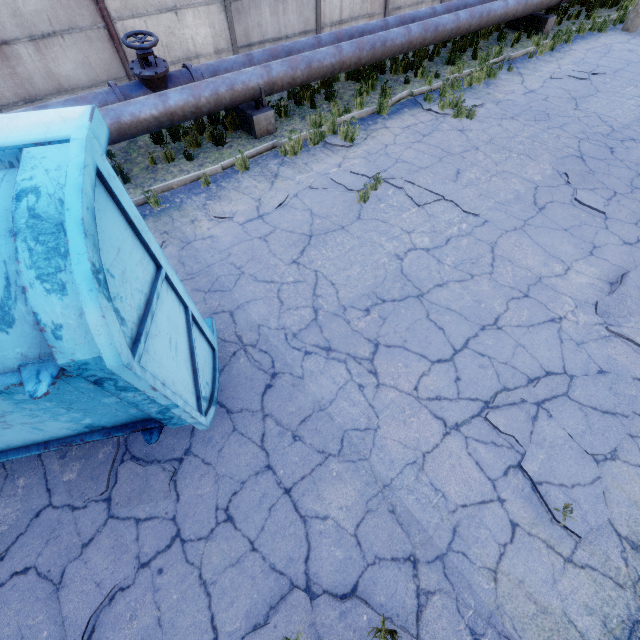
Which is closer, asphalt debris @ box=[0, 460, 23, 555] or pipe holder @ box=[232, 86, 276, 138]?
asphalt debris @ box=[0, 460, 23, 555]

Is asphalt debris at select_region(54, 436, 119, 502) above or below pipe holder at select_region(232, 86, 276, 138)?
below

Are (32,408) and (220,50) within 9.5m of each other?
no

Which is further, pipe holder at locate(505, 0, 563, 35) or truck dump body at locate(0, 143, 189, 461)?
pipe holder at locate(505, 0, 563, 35)

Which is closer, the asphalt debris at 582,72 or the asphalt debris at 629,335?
the asphalt debris at 629,335

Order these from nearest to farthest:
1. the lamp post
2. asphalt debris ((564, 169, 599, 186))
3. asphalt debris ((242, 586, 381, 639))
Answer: asphalt debris ((242, 586, 381, 639)) < asphalt debris ((564, 169, 599, 186)) < the lamp post

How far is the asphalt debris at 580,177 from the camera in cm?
638

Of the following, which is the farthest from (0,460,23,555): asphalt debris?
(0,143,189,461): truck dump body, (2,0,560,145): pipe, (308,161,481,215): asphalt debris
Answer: (308,161,481,215): asphalt debris
